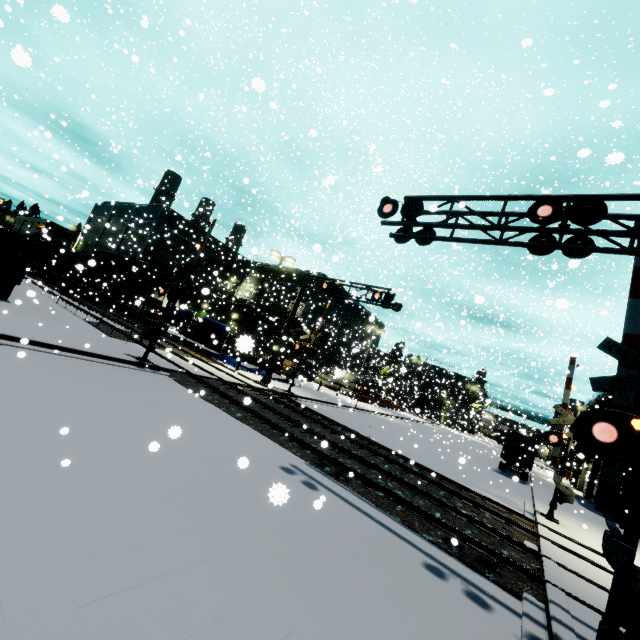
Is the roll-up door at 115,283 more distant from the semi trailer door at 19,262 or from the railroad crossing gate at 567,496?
the railroad crossing gate at 567,496

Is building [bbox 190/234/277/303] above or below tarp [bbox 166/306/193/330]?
above

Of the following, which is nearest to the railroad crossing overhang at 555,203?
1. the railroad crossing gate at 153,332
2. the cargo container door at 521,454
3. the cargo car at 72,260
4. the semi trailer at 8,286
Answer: the railroad crossing gate at 153,332

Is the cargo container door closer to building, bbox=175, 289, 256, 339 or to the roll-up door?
building, bbox=175, 289, 256, 339

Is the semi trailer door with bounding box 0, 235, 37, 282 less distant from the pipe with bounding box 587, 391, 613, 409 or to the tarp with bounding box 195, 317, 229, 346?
the tarp with bounding box 195, 317, 229, 346

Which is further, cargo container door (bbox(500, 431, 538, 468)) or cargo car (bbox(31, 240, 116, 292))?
cargo car (bbox(31, 240, 116, 292))

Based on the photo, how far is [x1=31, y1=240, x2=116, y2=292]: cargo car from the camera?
36.66m

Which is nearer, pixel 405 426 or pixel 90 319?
pixel 90 319
